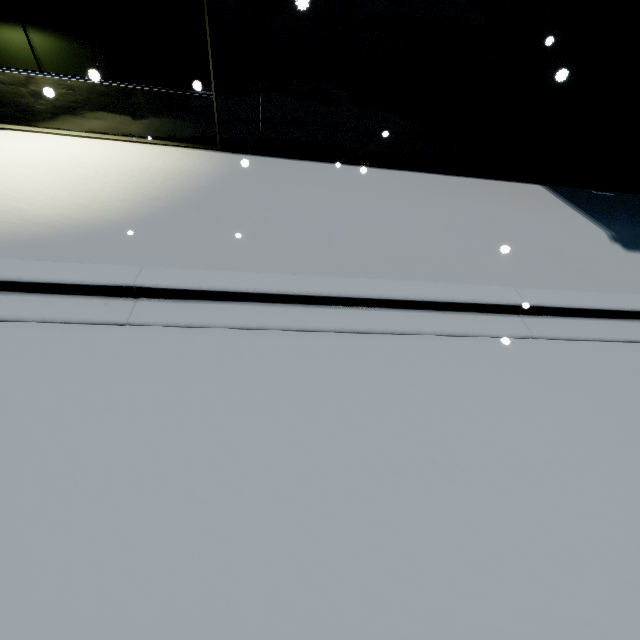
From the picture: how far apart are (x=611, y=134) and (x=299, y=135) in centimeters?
789cm
